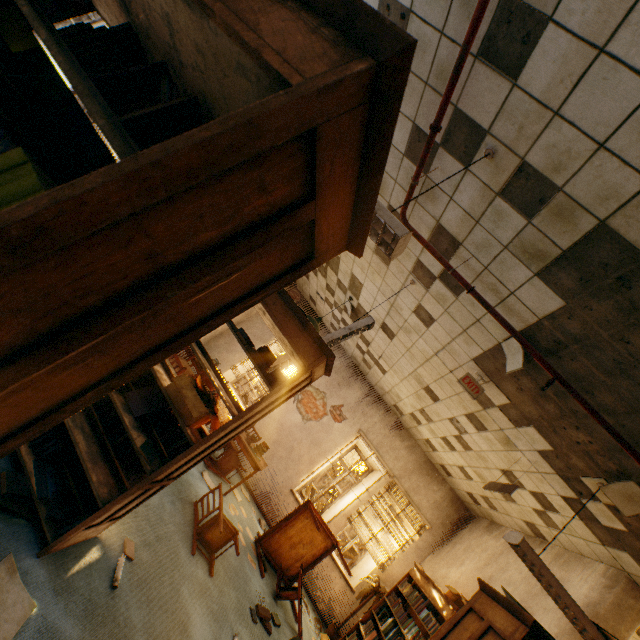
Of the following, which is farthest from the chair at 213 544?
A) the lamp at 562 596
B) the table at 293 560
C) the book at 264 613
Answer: the lamp at 562 596

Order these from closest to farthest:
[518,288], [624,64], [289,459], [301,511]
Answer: [624,64]
[518,288]
[301,511]
[289,459]

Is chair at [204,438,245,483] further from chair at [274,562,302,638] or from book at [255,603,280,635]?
book at [255,603,280,635]

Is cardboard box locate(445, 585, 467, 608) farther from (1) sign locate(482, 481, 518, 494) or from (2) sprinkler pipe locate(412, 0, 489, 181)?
(2) sprinkler pipe locate(412, 0, 489, 181)

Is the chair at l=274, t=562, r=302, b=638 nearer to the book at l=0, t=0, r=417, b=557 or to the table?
the table

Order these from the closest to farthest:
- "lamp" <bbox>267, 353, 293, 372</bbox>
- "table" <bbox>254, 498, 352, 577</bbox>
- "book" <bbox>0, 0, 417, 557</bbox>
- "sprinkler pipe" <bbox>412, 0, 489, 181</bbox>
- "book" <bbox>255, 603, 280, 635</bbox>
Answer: "book" <bbox>0, 0, 417, 557</bbox>, "sprinkler pipe" <bbox>412, 0, 489, 181</bbox>, "lamp" <bbox>267, 353, 293, 372</bbox>, "book" <bbox>255, 603, 280, 635</bbox>, "table" <bbox>254, 498, 352, 577</bbox>

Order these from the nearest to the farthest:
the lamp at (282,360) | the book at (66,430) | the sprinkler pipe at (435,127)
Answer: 1. the book at (66,430)
2. the sprinkler pipe at (435,127)
3. the lamp at (282,360)

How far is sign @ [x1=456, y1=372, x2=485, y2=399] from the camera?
4.07m
